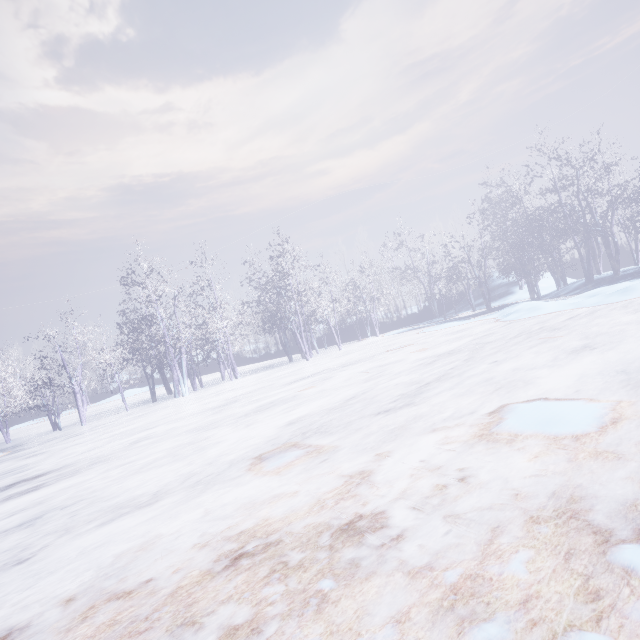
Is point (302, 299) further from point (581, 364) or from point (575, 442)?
point (575, 442)
